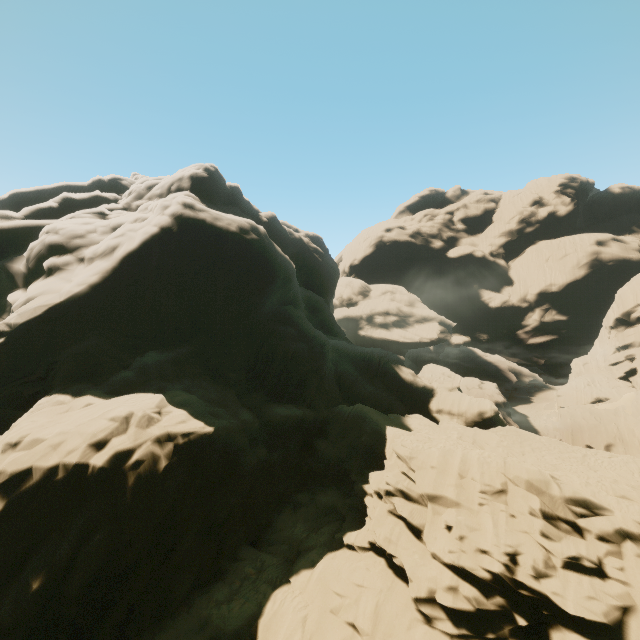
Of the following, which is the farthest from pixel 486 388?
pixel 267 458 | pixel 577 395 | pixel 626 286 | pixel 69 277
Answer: pixel 69 277
